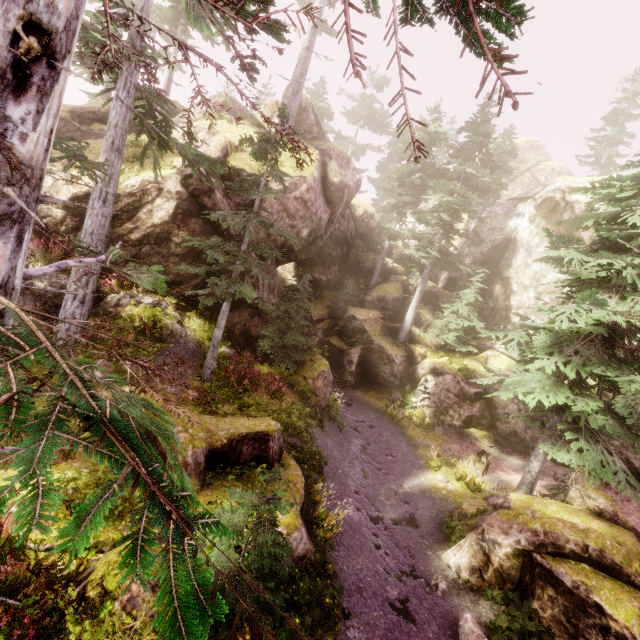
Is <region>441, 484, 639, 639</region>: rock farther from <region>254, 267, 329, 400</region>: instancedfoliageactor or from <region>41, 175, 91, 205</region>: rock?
<region>41, 175, 91, 205</region>: rock

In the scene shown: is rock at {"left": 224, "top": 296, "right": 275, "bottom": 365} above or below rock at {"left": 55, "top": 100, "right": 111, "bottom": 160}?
below

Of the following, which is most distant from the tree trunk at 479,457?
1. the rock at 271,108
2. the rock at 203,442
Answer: the rock at 203,442

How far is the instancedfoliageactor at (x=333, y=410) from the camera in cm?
1548

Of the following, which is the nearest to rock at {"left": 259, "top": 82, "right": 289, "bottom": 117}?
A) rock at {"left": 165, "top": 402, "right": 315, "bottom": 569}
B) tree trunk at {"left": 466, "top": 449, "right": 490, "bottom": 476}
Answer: rock at {"left": 165, "top": 402, "right": 315, "bottom": 569}

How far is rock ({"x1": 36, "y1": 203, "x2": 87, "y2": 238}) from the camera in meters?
11.7 m

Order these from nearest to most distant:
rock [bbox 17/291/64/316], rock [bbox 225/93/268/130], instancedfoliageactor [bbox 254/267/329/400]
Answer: rock [bbox 17/291/64/316], instancedfoliageactor [bbox 254/267/329/400], rock [bbox 225/93/268/130]

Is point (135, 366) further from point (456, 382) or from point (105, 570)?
point (456, 382)
